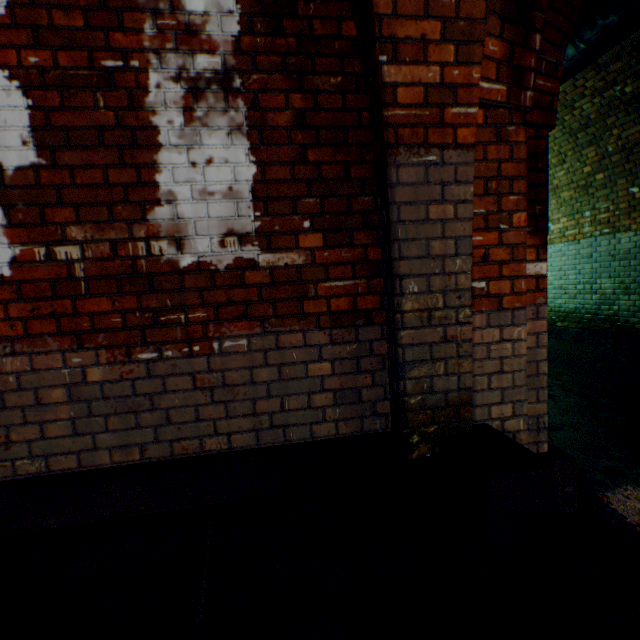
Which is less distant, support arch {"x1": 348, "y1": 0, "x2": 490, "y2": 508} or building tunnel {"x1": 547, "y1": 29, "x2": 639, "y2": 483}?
support arch {"x1": 348, "y1": 0, "x2": 490, "y2": 508}

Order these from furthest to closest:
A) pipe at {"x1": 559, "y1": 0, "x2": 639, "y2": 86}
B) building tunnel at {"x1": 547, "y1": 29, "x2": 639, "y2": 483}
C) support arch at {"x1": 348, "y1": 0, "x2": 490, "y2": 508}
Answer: building tunnel at {"x1": 547, "y1": 29, "x2": 639, "y2": 483} → pipe at {"x1": 559, "y1": 0, "x2": 639, "y2": 86} → support arch at {"x1": 348, "y1": 0, "x2": 490, "y2": 508}

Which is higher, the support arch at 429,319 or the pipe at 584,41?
the pipe at 584,41

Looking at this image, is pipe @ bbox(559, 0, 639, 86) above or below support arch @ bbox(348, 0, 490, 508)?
above

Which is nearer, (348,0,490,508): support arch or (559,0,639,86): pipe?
(348,0,490,508): support arch

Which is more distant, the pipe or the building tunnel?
the building tunnel

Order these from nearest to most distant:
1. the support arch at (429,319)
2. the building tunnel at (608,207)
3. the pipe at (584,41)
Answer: the support arch at (429,319)
the pipe at (584,41)
the building tunnel at (608,207)

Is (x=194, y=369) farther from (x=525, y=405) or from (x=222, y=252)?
(x=525, y=405)
